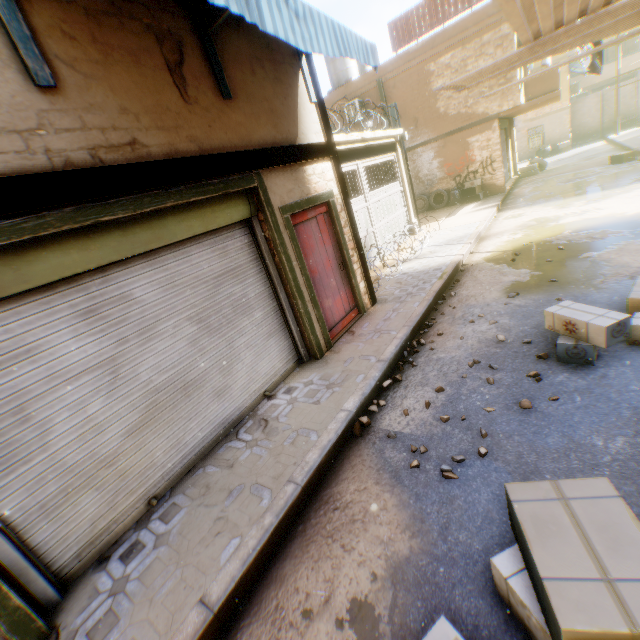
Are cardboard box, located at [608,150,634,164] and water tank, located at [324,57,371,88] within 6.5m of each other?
no

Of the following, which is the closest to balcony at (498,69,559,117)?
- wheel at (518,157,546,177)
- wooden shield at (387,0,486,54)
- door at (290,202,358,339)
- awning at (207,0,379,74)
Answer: wooden shield at (387,0,486,54)

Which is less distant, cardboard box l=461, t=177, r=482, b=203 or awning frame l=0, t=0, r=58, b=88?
awning frame l=0, t=0, r=58, b=88

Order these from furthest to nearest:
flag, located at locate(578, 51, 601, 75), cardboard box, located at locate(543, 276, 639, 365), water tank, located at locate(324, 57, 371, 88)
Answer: water tank, located at locate(324, 57, 371, 88) → flag, located at locate(578, 51, 601, 75) → cardboard box, located at locate(543, 276, 639, 365)

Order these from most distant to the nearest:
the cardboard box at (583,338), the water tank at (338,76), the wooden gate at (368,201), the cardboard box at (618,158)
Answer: Result: the water tank at (338,76) → the cardboard box at (618,158) → the wooden gate at (368,201) → the cardboard box at (583,338)

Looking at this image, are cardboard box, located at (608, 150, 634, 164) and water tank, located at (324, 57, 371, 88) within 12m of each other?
no

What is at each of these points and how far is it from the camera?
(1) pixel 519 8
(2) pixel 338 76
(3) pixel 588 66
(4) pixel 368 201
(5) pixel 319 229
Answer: (1) building, 3.0 meters
(2) water tank, 17.3 meters
(3) flag, 8.6 meters
(4) wooden gate, 9.8 meters
(5) door, 5.8 meters

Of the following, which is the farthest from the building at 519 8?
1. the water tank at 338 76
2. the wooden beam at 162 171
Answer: the water tank at 338 76
